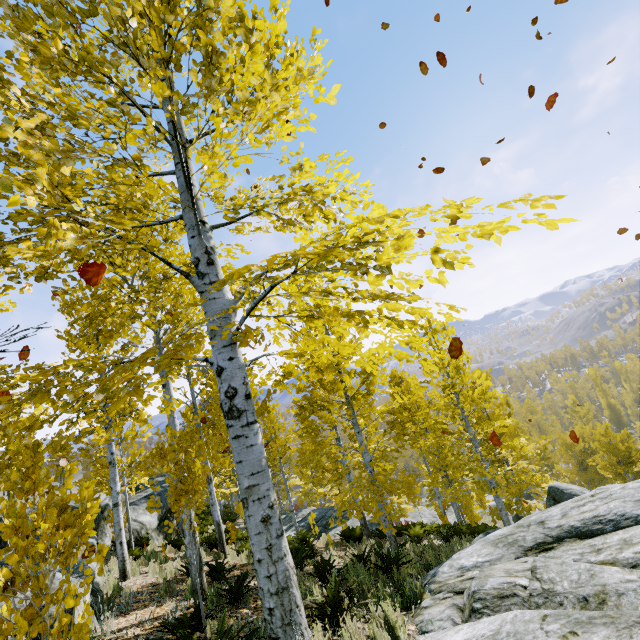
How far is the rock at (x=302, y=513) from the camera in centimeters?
1638cm

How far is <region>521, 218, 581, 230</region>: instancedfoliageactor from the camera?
1.54m

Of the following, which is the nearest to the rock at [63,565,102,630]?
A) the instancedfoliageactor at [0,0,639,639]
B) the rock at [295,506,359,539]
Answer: the instancedfoliageactor at [0,0,639,639]

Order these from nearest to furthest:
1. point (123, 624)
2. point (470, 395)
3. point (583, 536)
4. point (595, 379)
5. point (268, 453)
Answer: point (583, 536) → point (123, 624) → point (470, 395) → point (268, 453) → point (595, 379)

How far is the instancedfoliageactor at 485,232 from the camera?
1.77m

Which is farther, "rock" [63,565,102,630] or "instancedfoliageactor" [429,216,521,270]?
"rock" [63,565,102,630]

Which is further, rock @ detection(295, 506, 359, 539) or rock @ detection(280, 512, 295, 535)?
rock @ detection(280, 512, 295, 535)
